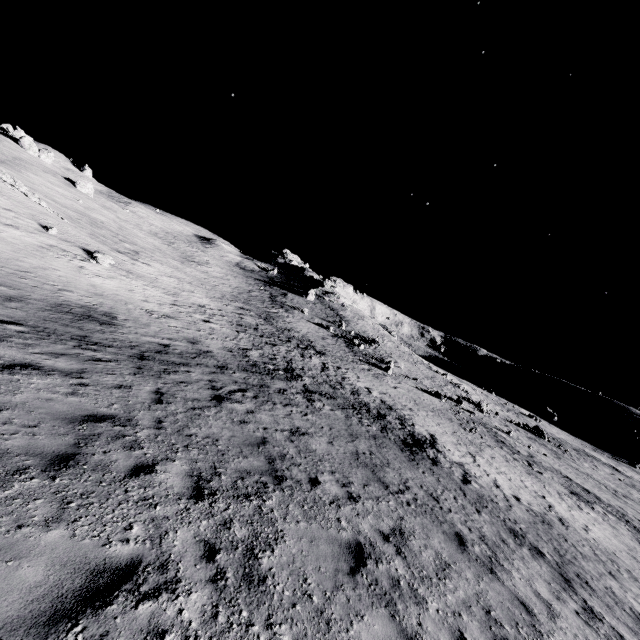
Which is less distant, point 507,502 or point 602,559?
point 602,559
